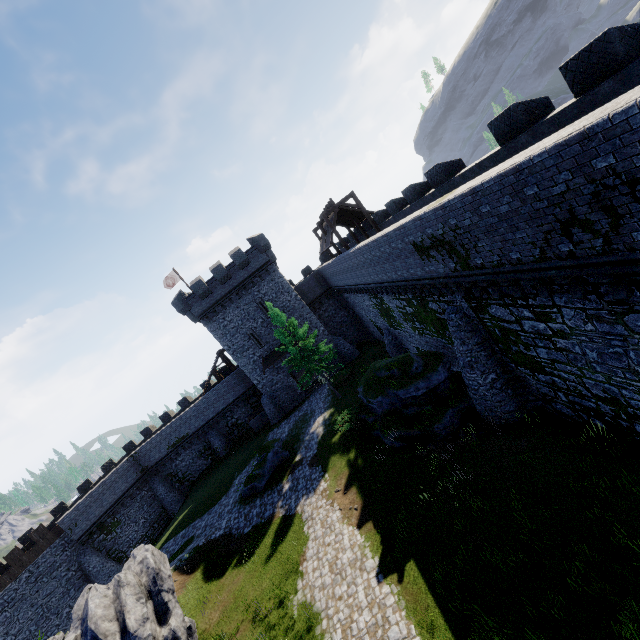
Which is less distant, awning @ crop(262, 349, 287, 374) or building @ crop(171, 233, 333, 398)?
building @ crop(171, 233, 333, 398)

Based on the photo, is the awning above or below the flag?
below

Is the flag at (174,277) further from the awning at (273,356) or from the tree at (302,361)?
the tree at (302,361)

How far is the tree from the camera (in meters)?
26.34

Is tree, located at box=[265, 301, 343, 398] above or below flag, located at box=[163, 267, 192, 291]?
below

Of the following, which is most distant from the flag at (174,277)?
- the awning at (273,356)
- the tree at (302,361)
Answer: the tree at (302,361)

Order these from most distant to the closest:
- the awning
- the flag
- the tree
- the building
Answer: the flag, the awning, the building, the tree

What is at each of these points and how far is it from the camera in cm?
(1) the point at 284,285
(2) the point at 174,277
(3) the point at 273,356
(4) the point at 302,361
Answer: (1) building, 3475
(2) flag, 3859
(3) awning, 3491
(4) tree, 2678
